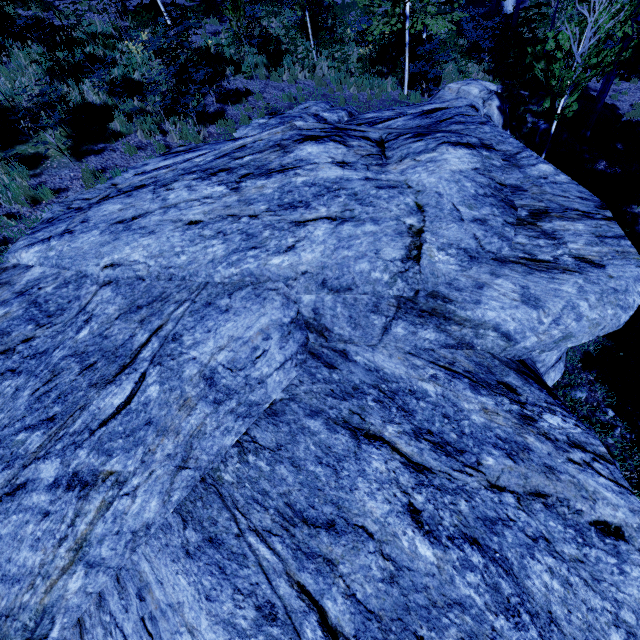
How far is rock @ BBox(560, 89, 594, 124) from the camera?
12.0 meters

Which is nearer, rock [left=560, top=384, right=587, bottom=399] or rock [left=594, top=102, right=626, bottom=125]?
rock [left=560, top=384, right=587, bottom=399]

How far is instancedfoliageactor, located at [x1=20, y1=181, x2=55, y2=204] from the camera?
6.7m

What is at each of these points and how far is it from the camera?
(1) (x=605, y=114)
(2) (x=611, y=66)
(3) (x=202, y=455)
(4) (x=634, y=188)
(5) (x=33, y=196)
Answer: (1) rock, 11.9 meters
(2) instancedfoliageactor, 7.5 meters
(3) rock, 3.0 meters
(4) instancedfoliageactor, 6.4 meters
(5) instancedfoliageactor, 6.8 meters

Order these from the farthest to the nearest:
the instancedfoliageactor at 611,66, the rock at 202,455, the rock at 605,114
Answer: the rock at 605,114
the instancedfoliageactor at 611,66
the rock at 202,455

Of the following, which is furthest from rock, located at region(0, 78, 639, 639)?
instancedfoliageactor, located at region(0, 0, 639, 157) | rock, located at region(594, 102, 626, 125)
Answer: rock, located at region(594, 102, 626, 125)

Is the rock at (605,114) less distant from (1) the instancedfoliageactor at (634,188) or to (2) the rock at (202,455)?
(1) the instancedfoliageactor at (634,188)
